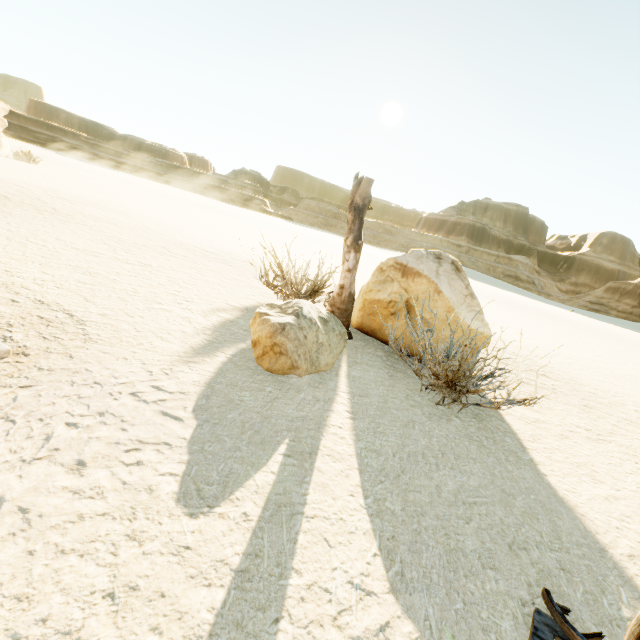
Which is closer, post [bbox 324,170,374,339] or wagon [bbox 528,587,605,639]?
wagon [bbox 528,587,605,639]

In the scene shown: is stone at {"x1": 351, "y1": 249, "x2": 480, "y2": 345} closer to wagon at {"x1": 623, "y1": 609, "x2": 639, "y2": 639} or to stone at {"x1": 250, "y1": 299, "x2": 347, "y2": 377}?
stone at {"x1": 250, "y1": 299, "x2": 347, "y2": 377}

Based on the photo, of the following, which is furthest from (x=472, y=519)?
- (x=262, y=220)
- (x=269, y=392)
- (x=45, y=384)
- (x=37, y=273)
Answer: (x=262, y=220)

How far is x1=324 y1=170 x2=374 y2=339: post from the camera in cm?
443

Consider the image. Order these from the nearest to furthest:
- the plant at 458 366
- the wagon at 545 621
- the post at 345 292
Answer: the wagon at 545 621, the plant at 458 366, the post at 345 292

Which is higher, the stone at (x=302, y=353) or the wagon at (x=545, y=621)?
the stone at (x=302, y=353)

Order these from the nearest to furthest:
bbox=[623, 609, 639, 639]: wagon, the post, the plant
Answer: bbox=[623, 609, 639, 639]: wagon < the plant < the post

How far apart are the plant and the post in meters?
0.9
